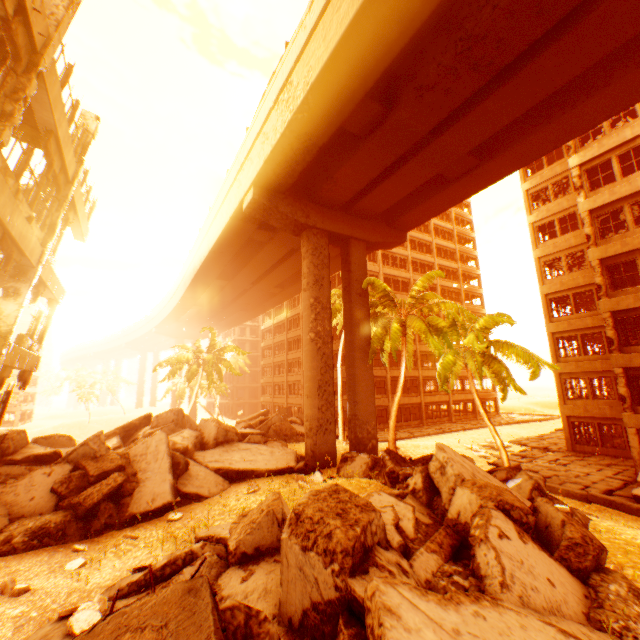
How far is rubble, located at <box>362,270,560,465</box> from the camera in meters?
14.6

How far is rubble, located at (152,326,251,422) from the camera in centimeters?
3191cm

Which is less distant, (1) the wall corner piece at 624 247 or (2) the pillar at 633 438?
(2) the pillar at 633 438

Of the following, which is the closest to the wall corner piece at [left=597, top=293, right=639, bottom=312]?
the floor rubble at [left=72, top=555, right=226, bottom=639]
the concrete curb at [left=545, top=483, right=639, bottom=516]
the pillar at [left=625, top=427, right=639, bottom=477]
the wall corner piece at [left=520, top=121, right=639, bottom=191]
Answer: the pillar at [left=625, top=427, right=639, bottom=477]

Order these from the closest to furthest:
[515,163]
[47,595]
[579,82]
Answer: [47,595]
[579,82]
[515,163]

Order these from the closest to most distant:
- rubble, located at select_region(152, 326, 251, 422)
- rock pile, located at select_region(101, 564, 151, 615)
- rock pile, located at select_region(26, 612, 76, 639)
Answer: rock pile, located at select_region(26, 612, 76, 639) → rock pile, located at select_region(101, 564, 151, 615) → rubble, located at select_region(152, 326, 251, 422)

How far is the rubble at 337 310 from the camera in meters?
25.2 m

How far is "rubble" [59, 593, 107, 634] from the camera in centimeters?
474cm
